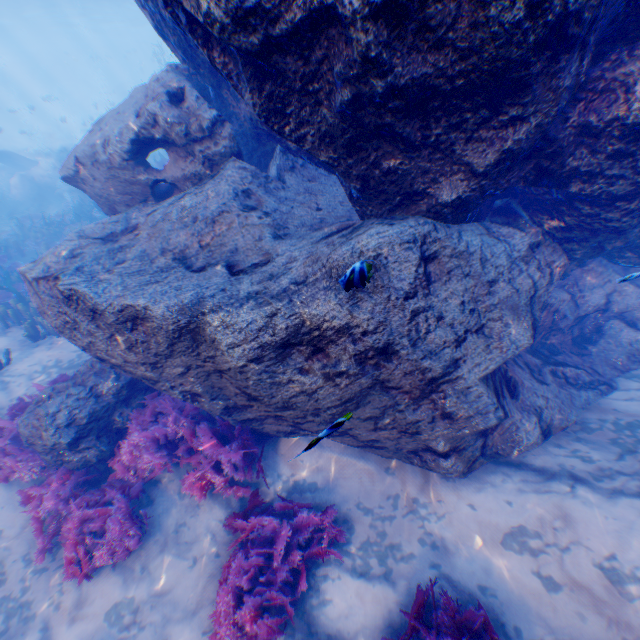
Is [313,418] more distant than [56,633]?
Yes

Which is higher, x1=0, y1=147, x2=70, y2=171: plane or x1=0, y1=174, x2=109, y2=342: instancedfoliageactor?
x1=0, y1=147, x2=70, y2=171: plane

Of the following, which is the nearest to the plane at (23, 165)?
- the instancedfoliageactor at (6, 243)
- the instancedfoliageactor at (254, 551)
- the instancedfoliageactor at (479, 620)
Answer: the instancedfoliageactor at (6, 243)

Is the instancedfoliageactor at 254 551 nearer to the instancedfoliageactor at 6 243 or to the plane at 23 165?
the instancedfoliageactor at 6 243

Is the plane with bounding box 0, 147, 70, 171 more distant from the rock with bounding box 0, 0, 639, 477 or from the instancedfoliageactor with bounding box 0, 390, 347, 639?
the instancedfoliageactor with bounding box 0, 390, 347, 639

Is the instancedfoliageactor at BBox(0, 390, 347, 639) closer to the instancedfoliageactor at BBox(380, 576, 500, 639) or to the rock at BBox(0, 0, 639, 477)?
the rock at BBox(0, 0, 639, 477)

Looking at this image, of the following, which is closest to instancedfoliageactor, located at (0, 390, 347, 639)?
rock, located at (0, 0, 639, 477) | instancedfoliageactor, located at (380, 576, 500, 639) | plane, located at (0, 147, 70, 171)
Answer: rock, located at (0, 0, 639, 477)

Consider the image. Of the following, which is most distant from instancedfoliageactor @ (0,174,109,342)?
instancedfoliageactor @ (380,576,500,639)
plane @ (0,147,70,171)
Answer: instancedfoliageactor @ (380,576,500,639)
